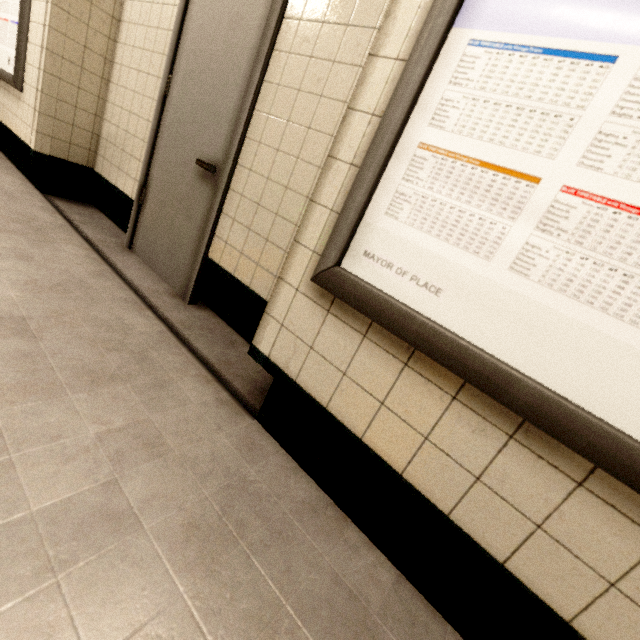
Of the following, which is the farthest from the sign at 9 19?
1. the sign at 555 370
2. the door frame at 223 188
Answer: Answer: the sign at 555 370

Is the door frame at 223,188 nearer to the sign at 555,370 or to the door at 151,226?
the door at 151,226

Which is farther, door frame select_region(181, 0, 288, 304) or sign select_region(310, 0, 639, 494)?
door frame select_region(181, 0, 288, 304)

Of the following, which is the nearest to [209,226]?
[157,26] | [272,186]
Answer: [272,186]

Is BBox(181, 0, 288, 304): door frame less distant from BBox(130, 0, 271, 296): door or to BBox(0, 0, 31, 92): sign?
BBox(130, 0, 271, 296): door

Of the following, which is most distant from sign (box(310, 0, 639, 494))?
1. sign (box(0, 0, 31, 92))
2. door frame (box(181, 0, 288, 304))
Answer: sign (box(0, 0, 31, 92))

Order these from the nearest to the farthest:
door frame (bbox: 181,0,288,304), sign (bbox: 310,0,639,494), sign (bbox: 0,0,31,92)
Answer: sign (bbox: 310,0,639,494) < door frame (bbox: 181,0,288,304) < sign (bbox: 0,0,31,92)
